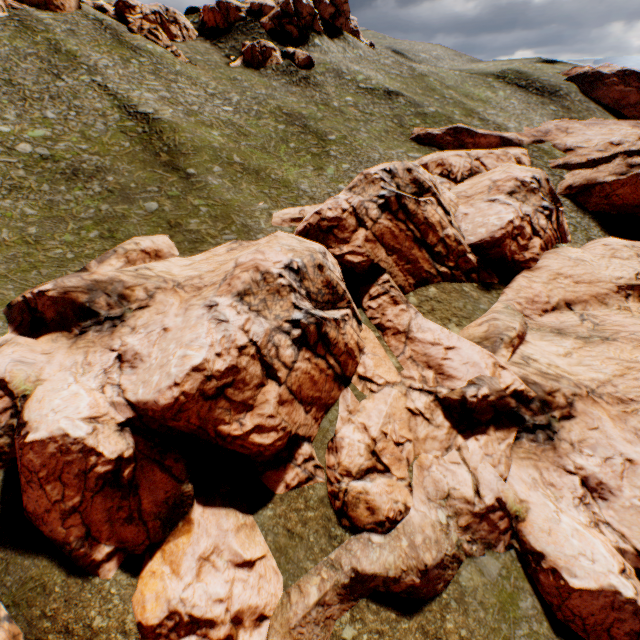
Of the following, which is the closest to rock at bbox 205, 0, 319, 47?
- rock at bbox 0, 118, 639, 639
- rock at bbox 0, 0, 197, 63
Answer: rock at bbox 0, 0, 197, 63

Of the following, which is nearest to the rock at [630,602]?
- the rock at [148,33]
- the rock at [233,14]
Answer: the rock at [233,14]

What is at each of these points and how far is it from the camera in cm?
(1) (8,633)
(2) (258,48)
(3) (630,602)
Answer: (1) rock, 1229
(2) rock, 5459
(3) rock, 1450

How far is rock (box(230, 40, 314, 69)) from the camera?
54.49m

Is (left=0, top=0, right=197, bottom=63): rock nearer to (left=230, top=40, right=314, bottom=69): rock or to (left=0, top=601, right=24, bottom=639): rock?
(left=230, top=40, right=314, bottom=69): rock

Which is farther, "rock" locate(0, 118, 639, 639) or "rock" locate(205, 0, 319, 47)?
"rock" locate(205, 0, 319, 47)

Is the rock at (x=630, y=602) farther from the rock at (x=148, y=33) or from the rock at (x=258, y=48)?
the rock at (x=148, y=33)
